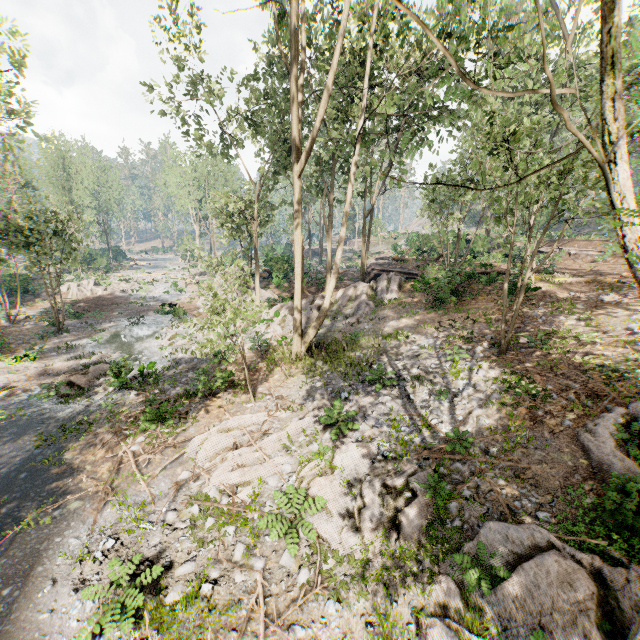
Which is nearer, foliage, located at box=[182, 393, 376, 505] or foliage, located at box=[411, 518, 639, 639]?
foliage, located at box=[411, 518, 639, 639]

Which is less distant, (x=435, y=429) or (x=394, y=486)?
(x=394, y=486)

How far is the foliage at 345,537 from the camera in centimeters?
771cm

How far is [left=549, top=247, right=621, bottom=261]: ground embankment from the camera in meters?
25.6 m

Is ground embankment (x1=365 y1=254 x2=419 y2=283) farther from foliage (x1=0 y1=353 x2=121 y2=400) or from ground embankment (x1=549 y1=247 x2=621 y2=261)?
ground embankment (x1=549 y1=247 x2=621 y2=261)

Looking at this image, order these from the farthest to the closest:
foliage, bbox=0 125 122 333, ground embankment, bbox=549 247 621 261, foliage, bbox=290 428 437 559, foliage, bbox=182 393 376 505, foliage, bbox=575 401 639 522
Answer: ground embankment, bbox=549 247 621 261 → foliage, bbox=0 125 122 333 → foliage, bbox=182 393 376 505 → foliage, bbox=290 428 437 559 → foliage, bbox=575 401 639 522

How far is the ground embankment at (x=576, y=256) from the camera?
25.6 meters
